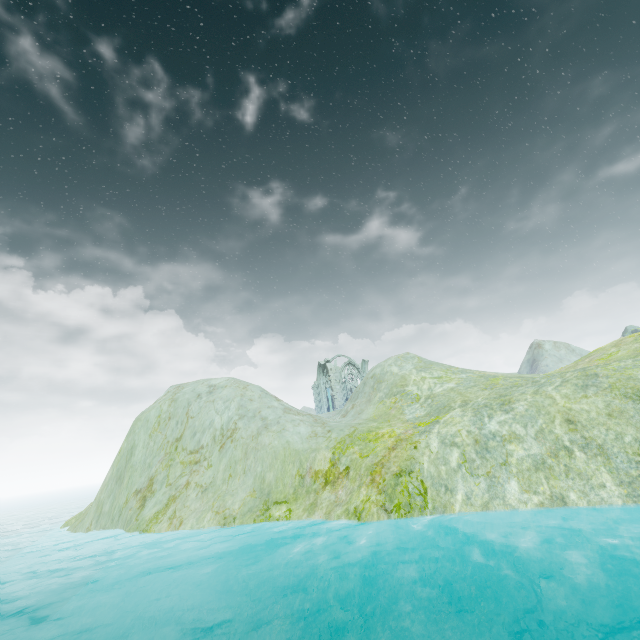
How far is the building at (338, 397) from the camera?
46.3 meters

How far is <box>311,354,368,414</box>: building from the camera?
46.3 meters

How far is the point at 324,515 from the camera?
12.1 meters
